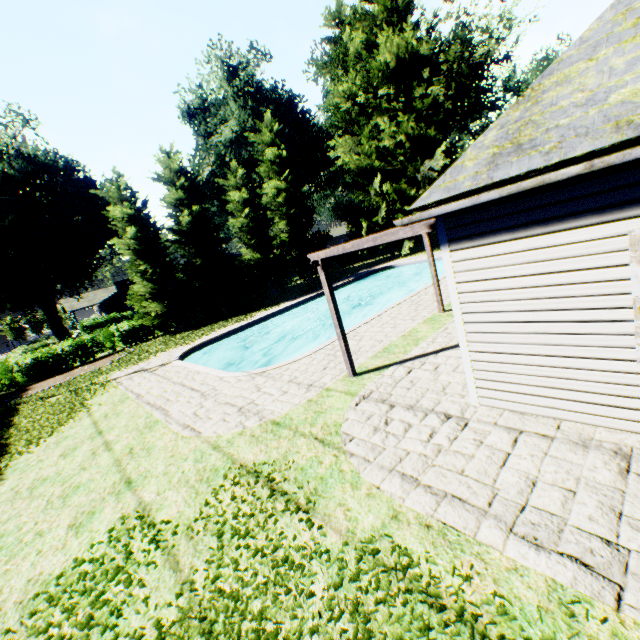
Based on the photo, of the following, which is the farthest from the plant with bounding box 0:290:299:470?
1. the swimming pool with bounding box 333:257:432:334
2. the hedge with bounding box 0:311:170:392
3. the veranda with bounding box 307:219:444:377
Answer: the veranda with bounding box 307:219:444:377

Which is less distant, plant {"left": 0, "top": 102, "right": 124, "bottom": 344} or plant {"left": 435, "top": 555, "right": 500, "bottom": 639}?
plant {"left": 435, "top": 555, "right": 500, "bottom": 639}

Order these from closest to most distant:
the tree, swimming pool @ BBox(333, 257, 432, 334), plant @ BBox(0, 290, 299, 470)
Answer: plant @ BBox(0, 290, 299, 470), swimming pool @ BBox(333, 257, 432, 334), the tree

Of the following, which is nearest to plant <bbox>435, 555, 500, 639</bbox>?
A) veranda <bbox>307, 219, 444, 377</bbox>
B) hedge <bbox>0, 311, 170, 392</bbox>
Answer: hedge <bbox>0, 311, 170, 392</bbox>

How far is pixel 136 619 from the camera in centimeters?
355cm

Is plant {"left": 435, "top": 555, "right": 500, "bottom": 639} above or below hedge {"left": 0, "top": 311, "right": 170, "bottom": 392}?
below

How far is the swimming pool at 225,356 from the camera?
12.2 meters

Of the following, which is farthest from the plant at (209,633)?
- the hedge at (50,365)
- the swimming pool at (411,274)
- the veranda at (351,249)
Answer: the veranda at (351,249)
